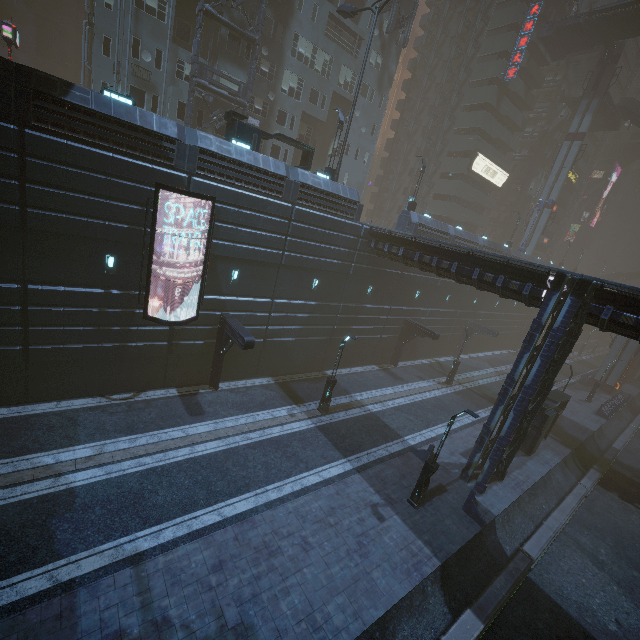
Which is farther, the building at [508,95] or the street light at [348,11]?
the building at [508,95]

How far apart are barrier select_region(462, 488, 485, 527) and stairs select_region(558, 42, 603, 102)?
58.91m

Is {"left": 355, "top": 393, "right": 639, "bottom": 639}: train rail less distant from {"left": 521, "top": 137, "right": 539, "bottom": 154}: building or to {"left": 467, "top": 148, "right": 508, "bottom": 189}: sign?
{"left": 521, "top": 137, "right": 539, "bottom": 154}: building

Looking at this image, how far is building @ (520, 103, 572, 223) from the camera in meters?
55.2 m

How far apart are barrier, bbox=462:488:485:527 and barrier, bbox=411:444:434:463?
2.8m

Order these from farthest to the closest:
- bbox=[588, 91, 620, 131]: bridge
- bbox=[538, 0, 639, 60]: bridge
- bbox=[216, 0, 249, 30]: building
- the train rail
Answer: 1. bbox=[588, 91, 620, 131]: bridge
2. bbox=[538, 0, 639, 60]: bridge
3. bbox=[216, 0, 249, 30]: building
4. the train rail

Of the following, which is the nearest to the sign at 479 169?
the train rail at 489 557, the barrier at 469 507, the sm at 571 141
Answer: the sm at 571 141

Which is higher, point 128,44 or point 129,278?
point 128,44
